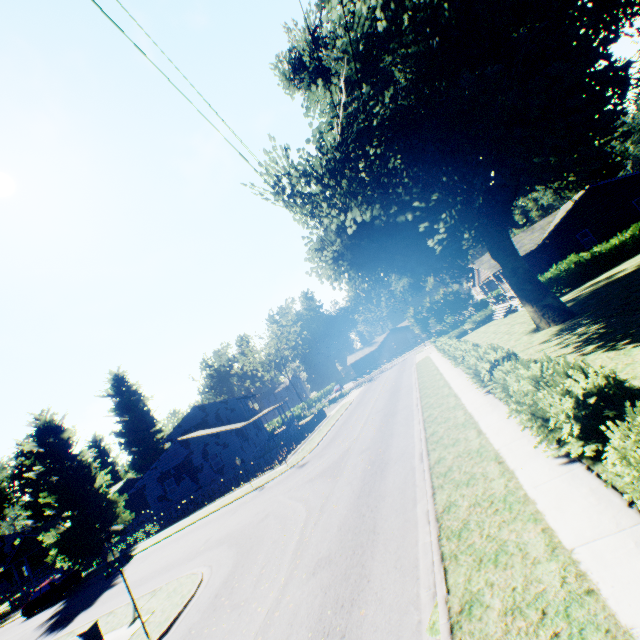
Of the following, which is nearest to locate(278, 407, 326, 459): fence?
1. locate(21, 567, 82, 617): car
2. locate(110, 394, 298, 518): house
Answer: locate(110, 394, 298, 518): house

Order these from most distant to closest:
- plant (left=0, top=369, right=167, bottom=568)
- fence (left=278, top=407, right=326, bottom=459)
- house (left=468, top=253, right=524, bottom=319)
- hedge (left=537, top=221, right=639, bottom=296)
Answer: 1. house (left=468, top=253, right=524, bottom=319)
2. plant (left=0, top=369, right=167, bottom=568)
3. fence (left=278, top=407, right=326, bottom=459)
4. hedge (left=537, top=221, right=639, bottom=296)

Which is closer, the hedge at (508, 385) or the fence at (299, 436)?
the hedge at (508, 385)

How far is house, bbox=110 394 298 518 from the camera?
33.0m

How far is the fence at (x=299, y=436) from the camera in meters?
27.5

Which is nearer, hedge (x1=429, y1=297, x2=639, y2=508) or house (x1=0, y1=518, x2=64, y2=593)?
hedge (x1=429, y1=297, x2=639, y2=508)

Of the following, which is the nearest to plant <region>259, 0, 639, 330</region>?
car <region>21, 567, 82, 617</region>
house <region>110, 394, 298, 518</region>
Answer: house <region>110, 394, 298, 518</region>

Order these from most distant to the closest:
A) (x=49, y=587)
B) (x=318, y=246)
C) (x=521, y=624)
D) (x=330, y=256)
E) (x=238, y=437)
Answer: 1. (x=238, y=437)
2. (x=49, y=587)
3. (x=318, y=246)
4. (x=330, y=256)
5. (x=521, y=624)
